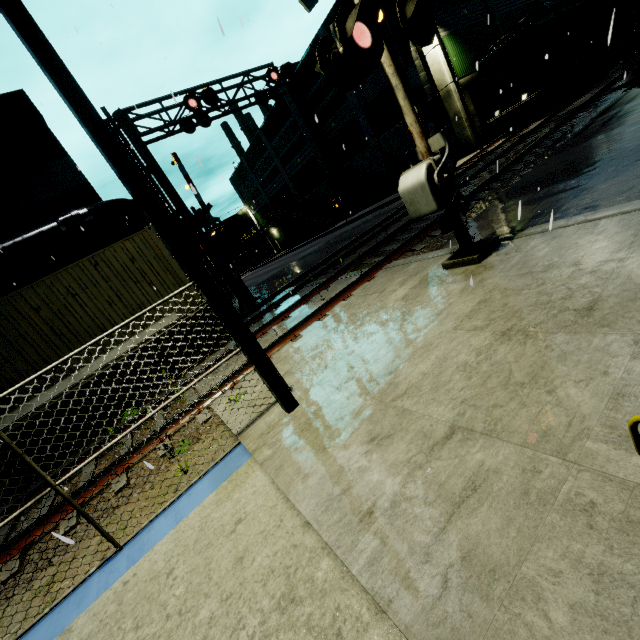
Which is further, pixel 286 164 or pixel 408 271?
pixel 286 164

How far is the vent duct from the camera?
22.1m

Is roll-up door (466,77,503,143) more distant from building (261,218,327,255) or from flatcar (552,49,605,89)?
flatcar (552,49,605,89)

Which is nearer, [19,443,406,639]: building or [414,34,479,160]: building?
[19,443,406,639]: building

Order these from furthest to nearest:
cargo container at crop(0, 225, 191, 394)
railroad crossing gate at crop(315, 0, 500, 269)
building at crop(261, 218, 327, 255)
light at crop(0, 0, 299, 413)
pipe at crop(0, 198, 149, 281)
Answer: building at crop(261, 218, 327, 255), pipe at crop(0, 198, 149, 281), cargo container at crop(0, 225, 191, 394), railroad crossing gate at crop(315, 0, 500, 269), light at crop(0, 0, 299, 413)

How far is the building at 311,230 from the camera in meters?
46.1 m

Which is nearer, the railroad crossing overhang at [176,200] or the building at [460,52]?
the railroad crossing overhang at [176,200]

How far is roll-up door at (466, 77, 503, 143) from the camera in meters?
24.0 m
